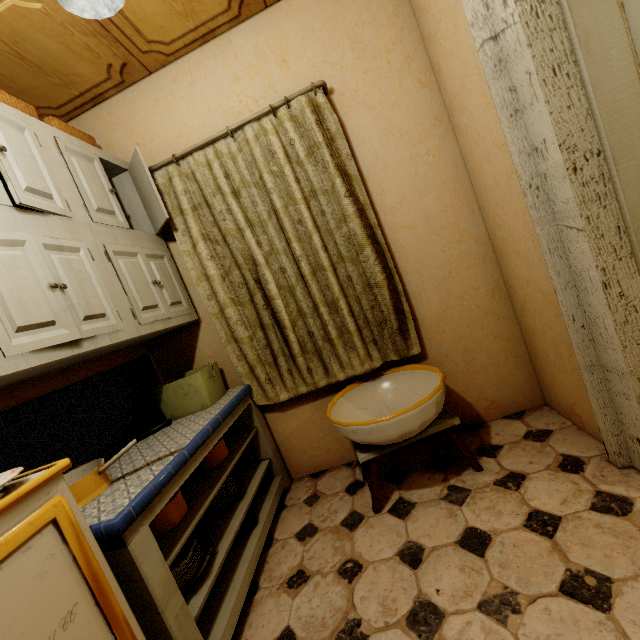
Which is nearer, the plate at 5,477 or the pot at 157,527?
the plate at 5,477

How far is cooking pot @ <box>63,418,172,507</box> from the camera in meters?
1.2

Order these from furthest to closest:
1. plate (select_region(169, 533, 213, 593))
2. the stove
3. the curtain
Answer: the curtain, plate (select_region(169, 533, 213, 593)), the stove

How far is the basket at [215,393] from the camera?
2.0m

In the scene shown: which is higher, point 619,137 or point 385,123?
point 385,123

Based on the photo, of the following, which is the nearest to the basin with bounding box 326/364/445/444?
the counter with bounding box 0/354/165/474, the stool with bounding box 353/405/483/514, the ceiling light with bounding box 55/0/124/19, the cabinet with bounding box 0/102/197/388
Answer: the stool with bounding box 353/405/483/514

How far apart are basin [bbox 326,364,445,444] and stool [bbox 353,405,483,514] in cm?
3

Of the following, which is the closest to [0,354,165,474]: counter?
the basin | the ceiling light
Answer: the basin
